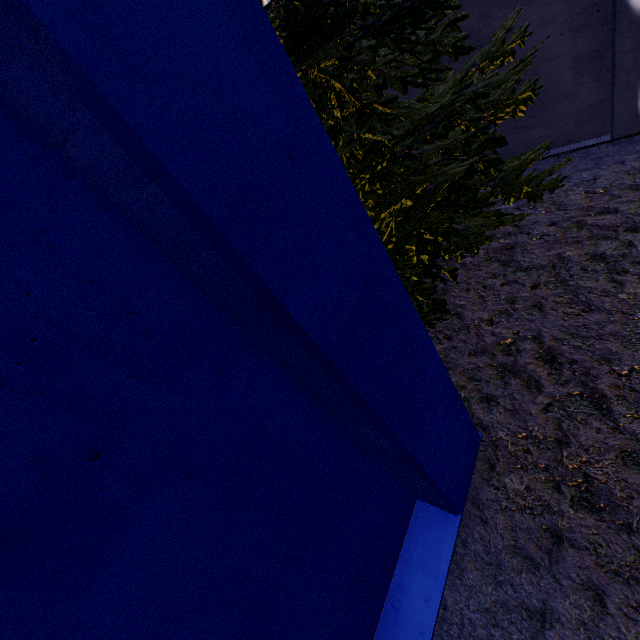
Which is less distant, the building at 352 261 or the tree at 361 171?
the building at 352 261

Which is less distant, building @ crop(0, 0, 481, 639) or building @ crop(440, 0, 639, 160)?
building @ crop(0, 0, 481, 639)

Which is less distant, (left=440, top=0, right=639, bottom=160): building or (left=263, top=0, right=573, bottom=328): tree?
(left=263, top=0, right=573, bottom=328): tree

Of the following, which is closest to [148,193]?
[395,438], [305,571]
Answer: [395,438]

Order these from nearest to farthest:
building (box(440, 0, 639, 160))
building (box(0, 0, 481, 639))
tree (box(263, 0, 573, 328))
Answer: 1. building (box(0, 0, 481, 639))
2. tree (box(263, 0, 573, 328))
3. building (box(440, 0, 639, 160))

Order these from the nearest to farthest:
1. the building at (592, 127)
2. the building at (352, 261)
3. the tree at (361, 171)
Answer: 1. the building at (352, 261)
2. the tree at (361, 171)
3. the building at (592, 127)
